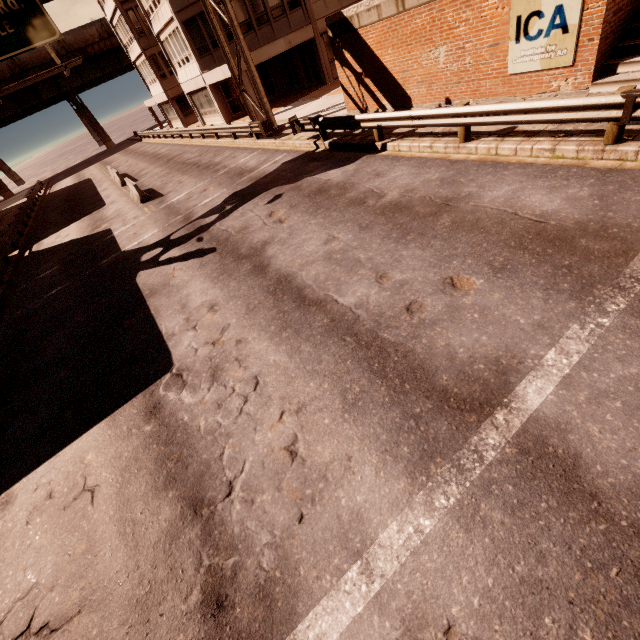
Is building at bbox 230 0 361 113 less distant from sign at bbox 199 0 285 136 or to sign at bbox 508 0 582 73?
sign at bbox 199 0 285 136

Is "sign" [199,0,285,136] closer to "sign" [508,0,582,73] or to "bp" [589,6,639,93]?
"sign" [508,0,582,73]

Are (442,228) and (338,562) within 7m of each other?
yes

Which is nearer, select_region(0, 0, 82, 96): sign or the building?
select_region(0, 0, 82, 96): sign

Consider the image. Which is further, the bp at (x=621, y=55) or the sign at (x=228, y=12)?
the sign at (x=228, y=12)

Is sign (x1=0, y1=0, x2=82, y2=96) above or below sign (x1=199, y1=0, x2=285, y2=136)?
above

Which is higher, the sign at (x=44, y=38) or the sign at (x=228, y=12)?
the sign at (x=44, y=38)

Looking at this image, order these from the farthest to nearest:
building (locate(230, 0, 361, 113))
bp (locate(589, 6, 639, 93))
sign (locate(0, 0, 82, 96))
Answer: building (locate(230, 0, 361, 113)) < sign (locate(0, 0, 82, 96)) < bp (locate(589, 6, 639, 93))
